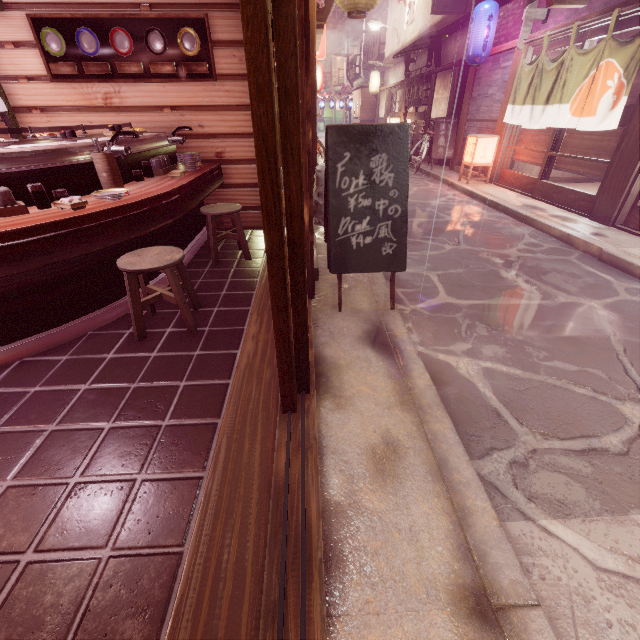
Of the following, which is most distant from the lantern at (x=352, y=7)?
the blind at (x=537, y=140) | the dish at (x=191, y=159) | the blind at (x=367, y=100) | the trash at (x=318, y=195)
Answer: the blind at (x=367, y=100)

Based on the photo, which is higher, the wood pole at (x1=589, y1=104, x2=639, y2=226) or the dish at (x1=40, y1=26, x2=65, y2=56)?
the dish at (x1=40, y1=26, x2=65, y2=56)

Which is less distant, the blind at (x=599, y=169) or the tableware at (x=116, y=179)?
the tableware at (x=116, y=179)

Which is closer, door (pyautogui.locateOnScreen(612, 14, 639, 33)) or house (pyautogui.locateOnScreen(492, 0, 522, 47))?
door (pyautogui.locateOnScreen(612, 14, 639, 33))

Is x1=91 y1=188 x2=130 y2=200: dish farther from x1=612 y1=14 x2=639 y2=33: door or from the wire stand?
x1=612 y1=14 x2=639 y2=33: door

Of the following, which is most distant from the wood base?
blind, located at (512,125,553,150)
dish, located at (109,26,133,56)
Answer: dish, located at (109,26,133,56)

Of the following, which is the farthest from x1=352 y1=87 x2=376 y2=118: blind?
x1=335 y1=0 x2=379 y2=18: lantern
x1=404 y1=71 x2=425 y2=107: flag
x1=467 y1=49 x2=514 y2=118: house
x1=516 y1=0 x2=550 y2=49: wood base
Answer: x1=335 y1=0 x2=379 y2=18: lantern

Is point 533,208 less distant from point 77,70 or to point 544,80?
point 544,80
